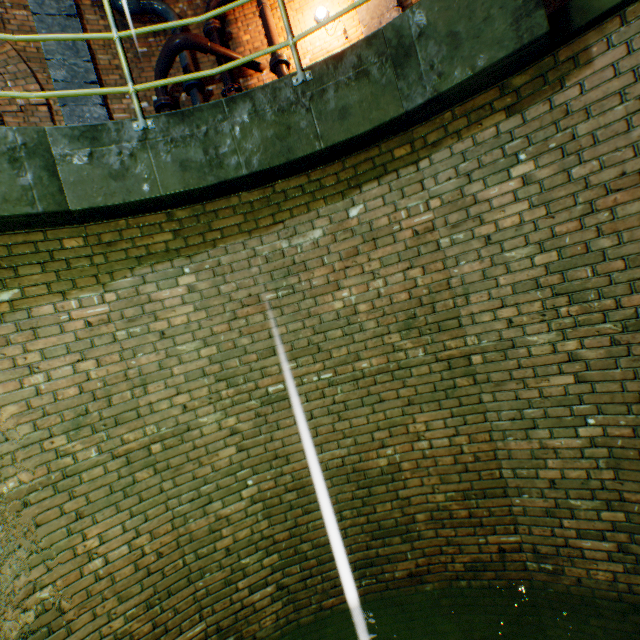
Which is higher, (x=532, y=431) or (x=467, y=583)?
(x=532, y=431)

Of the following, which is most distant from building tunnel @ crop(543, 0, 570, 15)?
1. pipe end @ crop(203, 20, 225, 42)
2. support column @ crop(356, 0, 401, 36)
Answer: pipe end @ crop(203, 20, 225, 42)

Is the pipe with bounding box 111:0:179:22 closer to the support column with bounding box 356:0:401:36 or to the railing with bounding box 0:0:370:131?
the support column with bounding box 356:0:401:36

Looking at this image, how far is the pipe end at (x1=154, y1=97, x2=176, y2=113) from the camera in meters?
5.6 m

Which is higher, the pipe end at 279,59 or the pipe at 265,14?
the pipe at 265,14

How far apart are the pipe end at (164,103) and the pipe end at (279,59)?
1.8 meters

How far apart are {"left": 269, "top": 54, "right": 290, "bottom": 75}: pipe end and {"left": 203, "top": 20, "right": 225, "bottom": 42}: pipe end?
1.1m

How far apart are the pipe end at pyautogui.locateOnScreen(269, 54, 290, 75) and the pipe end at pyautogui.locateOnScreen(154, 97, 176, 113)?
1.82m
